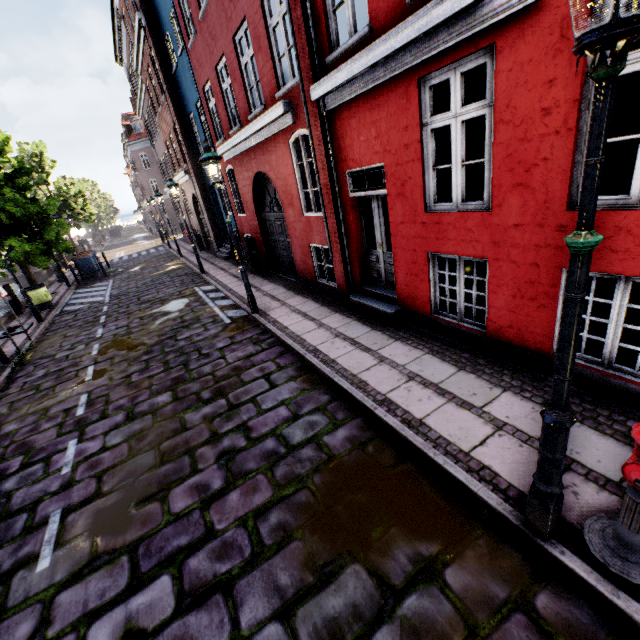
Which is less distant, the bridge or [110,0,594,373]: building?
[110,0,594,373]: building

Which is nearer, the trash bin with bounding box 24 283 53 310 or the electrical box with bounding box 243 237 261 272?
the electrical box with bounding box 243 237 261 272

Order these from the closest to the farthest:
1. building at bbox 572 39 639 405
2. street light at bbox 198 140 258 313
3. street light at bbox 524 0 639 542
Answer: street light at bbox 524 0 639 542 < building at bbox 572 39 639 405 < street light at bbox 198 140 258 313

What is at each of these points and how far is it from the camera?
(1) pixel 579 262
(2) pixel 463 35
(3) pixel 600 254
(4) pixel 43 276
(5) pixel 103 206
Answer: (1) street light, 1.7 meters
(2) building, 3.6 meters
(3) building, 3.3 meters
(4) bridge, 29.8 meters
(5) tree, 52.8 meters

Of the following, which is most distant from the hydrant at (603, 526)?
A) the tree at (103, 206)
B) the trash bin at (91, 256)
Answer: the trash bin at (91, 256)

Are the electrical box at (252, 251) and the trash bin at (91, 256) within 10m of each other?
no

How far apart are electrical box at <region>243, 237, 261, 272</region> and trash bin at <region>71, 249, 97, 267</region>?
12.21m

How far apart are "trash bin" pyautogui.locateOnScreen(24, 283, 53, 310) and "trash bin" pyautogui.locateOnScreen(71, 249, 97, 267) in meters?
5.4 m
